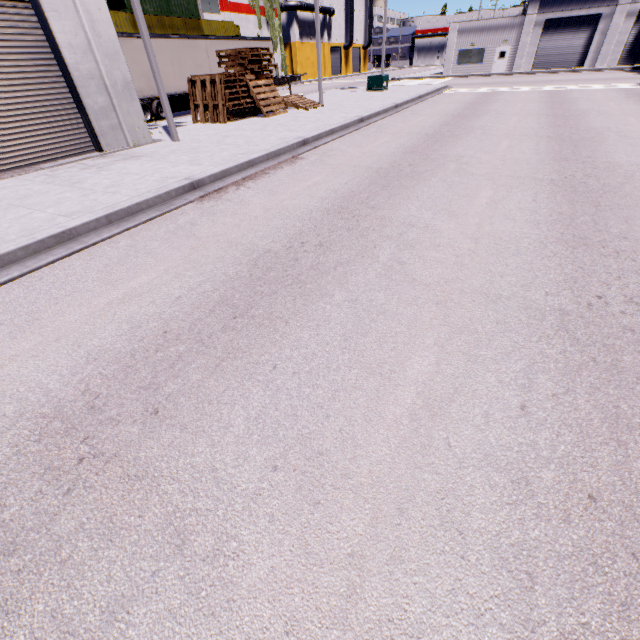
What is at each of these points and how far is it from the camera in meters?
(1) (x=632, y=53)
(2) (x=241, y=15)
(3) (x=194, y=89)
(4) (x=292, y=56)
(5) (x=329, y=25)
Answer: (1) roll-up door, 33.5
(2) building, 40.5
(3) pallet, 14.9
(4) building, 52.0
(5) building, 57.9

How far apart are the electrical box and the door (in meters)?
23.36

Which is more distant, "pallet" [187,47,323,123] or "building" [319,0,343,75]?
"building" [319,0,343,75]

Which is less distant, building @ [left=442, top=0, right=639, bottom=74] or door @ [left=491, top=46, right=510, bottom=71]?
building @ [left=442, top=0, right=639, bottom=74]

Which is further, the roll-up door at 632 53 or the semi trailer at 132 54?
the roll-up door at 632 53

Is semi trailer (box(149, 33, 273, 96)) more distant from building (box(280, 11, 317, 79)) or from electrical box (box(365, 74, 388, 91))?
electrical box (box(365, 74, 388, 91))

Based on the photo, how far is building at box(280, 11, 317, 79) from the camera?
49.8m

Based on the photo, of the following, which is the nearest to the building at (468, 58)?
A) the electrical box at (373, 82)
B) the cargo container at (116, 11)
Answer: the cargo container at (116, 11)
